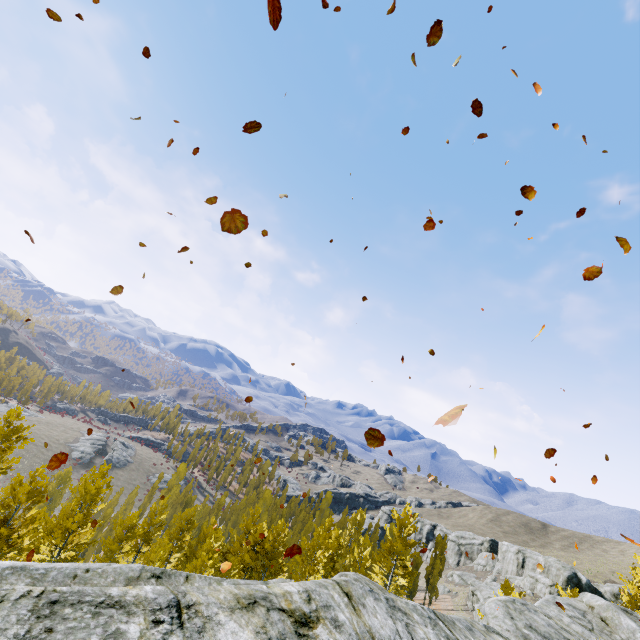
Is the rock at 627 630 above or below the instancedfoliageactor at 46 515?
above

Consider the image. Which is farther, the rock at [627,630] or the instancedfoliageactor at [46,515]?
the instancedfoliageactor at [46,515]

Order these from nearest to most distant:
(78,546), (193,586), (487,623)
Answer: (193,586)
(487,623)
(78,546)

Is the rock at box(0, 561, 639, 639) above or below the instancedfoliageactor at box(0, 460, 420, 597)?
above

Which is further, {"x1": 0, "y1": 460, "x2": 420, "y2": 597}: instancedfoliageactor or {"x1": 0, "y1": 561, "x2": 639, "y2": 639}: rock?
{"x1": 0, "y1": 460, "x2": 420, "y2": 597}: instancedfoliageactor
